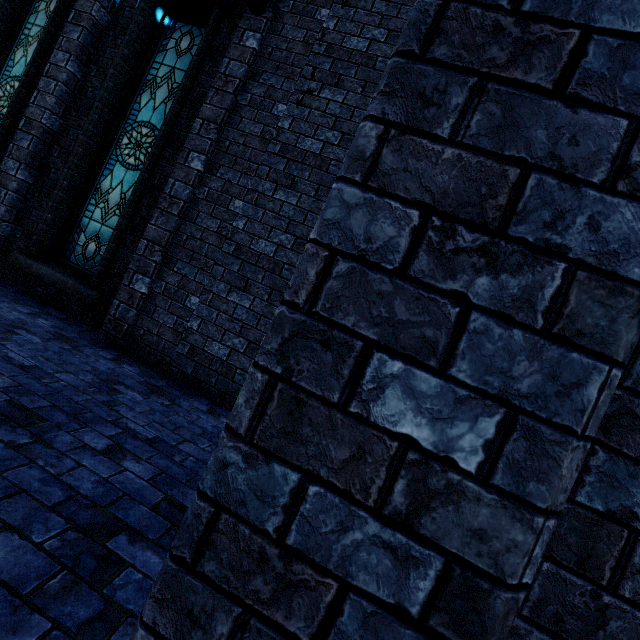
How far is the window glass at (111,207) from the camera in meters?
5.4 m

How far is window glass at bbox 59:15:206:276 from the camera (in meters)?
5.40

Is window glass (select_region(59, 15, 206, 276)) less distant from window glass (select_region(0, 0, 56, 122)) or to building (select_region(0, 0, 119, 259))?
building (select_region(0, 0, 119, 259))

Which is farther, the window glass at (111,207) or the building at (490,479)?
the window glass at (111,207)

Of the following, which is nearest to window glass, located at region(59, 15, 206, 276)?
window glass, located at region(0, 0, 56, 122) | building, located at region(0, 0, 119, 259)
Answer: building, located at region(0, 0, 119, 259)

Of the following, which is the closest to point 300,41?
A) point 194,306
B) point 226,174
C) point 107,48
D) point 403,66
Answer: point 226,174
